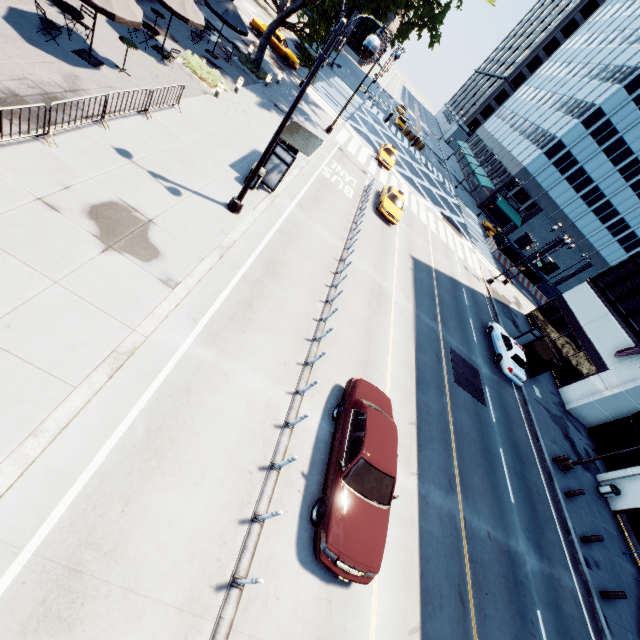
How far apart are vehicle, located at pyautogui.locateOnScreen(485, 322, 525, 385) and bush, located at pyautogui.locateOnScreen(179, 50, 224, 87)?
23.1 meters

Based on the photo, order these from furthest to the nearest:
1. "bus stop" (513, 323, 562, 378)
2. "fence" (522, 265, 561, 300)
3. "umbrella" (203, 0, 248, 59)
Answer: "fence" (522, 265, 561, 300) < "bus stop" (513, 323, 562, 378) < "umbrella" (203, 0, 248, 59)

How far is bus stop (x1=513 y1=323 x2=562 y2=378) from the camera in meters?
22.9

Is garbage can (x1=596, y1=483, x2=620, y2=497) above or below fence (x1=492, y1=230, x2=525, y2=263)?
below

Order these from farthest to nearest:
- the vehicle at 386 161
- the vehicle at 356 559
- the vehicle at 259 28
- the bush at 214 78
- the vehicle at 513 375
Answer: the vehicle at 386 161
the vehicle at 259 28
the vehicle at 513 375
the bush at 214 78
the vehicle at 356 559

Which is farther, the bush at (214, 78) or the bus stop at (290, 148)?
the bush at (214, 78)

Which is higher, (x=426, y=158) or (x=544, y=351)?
(x=544, y=351)

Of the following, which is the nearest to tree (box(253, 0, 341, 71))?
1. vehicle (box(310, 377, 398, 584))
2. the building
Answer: vehicle (box(310, 377, 398, 584))
